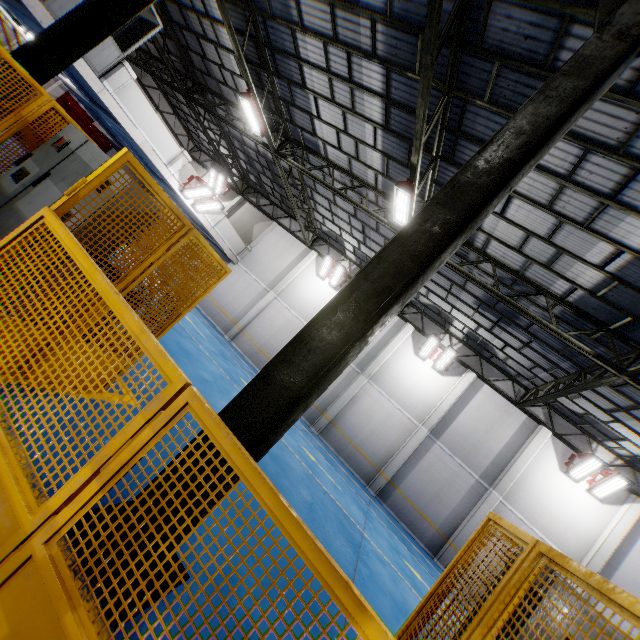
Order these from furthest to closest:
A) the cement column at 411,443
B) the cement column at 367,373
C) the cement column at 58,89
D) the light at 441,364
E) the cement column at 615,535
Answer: the cement column at 58,89 < the cement column at 367,373 < the light at 441,364 < the cement column at 411,443 < the cement column at 615,535

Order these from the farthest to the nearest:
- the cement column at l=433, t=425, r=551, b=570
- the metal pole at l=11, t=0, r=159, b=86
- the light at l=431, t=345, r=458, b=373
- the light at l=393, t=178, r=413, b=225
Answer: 1. the light at l=431, t=345, r=458, b=373
2. the cement column at l=433, t=425, r=551, b=570
3. the light at l=393, t=178, r=413, b=225
4. the metal pole at l=11, t=0, r=159, b=86

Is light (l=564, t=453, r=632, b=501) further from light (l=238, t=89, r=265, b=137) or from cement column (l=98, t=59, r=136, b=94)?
cement column (l=98, t=59, r=136, b=94)

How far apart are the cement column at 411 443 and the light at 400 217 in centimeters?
966cm

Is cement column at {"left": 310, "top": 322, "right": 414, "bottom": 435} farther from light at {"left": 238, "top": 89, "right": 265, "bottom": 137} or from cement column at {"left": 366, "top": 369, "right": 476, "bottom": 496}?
light at {"left": 238, "top": 89, "right": 265, "bottom": 137}

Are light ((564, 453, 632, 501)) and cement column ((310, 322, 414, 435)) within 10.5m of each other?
yes

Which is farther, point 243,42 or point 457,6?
point 243,42

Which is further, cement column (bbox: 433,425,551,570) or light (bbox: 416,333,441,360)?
light (bbox: 416,333,441,360)
